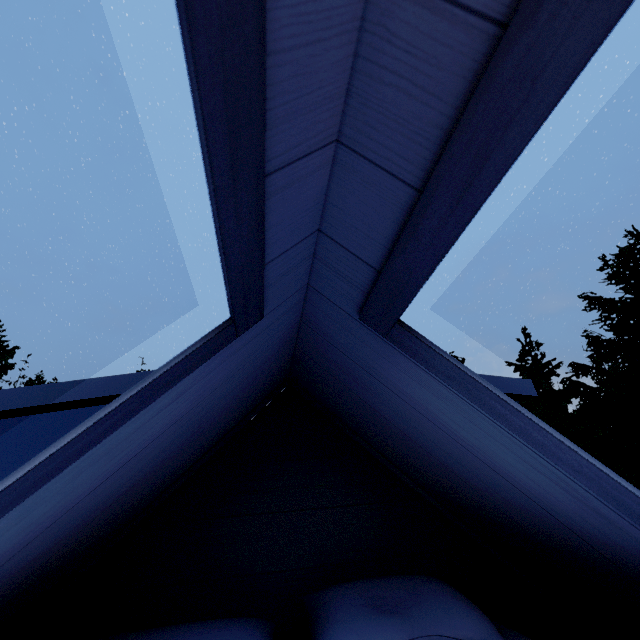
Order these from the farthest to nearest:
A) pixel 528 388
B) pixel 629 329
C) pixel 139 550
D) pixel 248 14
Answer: pixel 629 329, pixel 528 388, pixel 139 550, pixel 248 14
